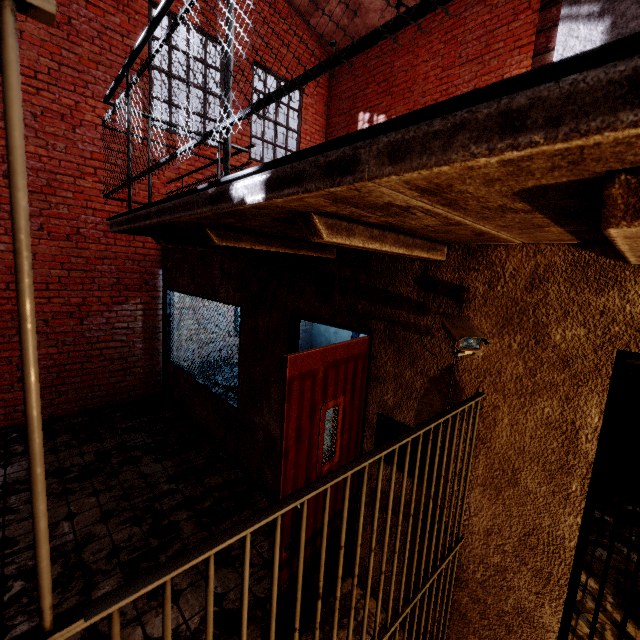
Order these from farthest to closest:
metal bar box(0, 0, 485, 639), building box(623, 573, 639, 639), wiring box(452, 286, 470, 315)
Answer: building box(623, 573, 639, 639) < wiring box(452, 286, 470, 315) < metal bar box(0, 0, 485, 639)

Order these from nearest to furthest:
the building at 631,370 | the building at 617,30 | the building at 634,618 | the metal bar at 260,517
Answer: the metal bar at 260,517 → the building at 617,30 → the building at 634,618 → the building at 631,370

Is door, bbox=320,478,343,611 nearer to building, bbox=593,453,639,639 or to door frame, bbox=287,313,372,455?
door frame, bbox=287,313,372,455

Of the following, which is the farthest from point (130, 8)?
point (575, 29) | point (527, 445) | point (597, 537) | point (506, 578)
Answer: point (597, 537)

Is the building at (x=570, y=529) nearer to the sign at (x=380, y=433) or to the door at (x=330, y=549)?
the sign at (x=380, y=433)

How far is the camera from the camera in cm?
168

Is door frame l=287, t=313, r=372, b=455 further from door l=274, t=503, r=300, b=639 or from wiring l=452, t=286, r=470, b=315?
wiring l=452, t=286, r=470, b=315

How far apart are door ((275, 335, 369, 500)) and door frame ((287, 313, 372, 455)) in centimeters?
7cm
